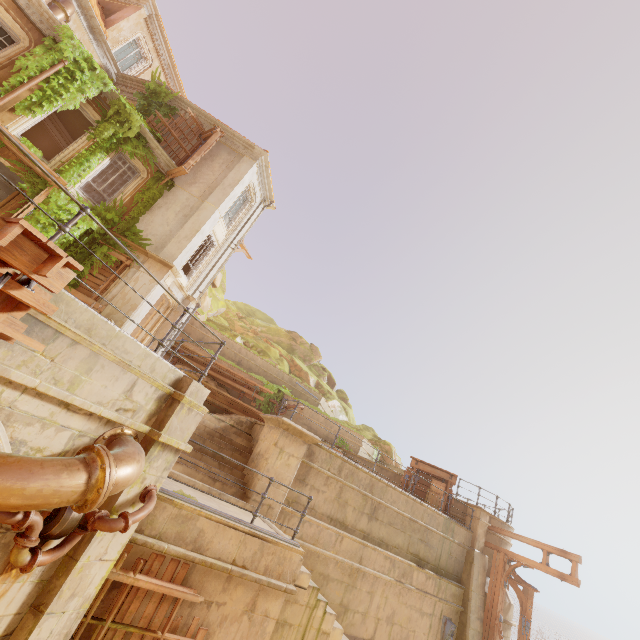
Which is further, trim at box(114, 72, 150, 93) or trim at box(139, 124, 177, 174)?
trim at box(114, 72, 150, 93)

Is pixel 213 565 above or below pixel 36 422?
below

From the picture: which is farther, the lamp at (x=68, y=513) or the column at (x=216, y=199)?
the column at (x=216, y=199)

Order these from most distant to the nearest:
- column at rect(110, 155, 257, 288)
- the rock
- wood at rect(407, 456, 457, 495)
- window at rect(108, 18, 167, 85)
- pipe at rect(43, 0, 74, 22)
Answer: the rock < window at rect(108, 18, 167, 85) < wood at rect(407, 456, 457, 495) < column at rect(110, 155, 257, 288) < pipe at rect(43, 0, 74, 22)

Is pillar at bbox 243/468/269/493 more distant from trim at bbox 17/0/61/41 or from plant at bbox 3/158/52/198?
trim at bbox 17/0/61/41

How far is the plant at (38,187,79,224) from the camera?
11.9 meters

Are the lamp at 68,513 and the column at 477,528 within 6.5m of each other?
no

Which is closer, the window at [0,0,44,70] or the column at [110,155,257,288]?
the window at [0,0,44,70]
